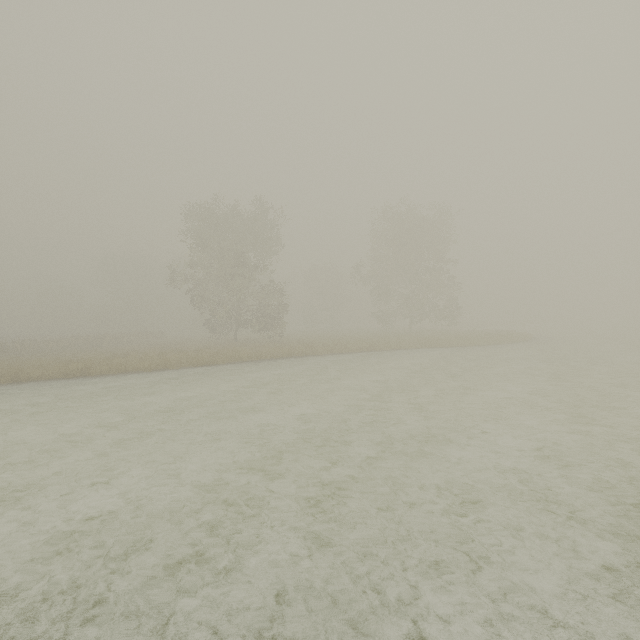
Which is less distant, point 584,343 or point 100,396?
point 100,396
